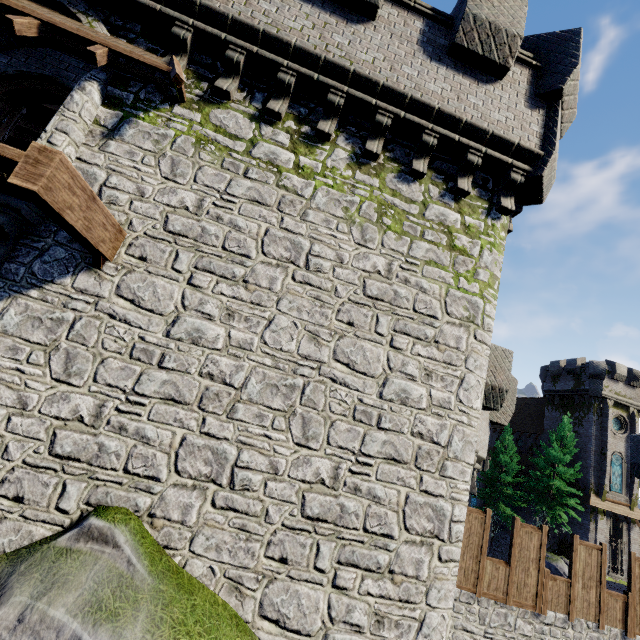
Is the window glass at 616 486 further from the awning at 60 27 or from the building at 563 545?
the awning at 60 27

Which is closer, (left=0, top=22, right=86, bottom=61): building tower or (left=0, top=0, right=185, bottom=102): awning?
(left=0, top=0, right=185, bottom=102): awning

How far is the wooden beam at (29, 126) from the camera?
11.79m

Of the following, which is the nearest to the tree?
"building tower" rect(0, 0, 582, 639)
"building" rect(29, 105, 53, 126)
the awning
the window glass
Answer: the window glass

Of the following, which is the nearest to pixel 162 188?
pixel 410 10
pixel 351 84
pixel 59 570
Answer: pixel 351 84

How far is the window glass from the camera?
32.12m

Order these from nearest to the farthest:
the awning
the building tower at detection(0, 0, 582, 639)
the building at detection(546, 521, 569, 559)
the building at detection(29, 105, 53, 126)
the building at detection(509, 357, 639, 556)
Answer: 1. the building tower at detection(0, 0, 582, 639)
2. the awning
3. the building at detection(29, 105, 53, 126)
4. the building at detection(509, 357, 639, 556)
5. the building at detection(546, 521, 569, 559)

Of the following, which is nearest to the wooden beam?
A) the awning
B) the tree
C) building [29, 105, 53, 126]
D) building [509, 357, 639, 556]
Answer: building [29, 105, 53, 126]
